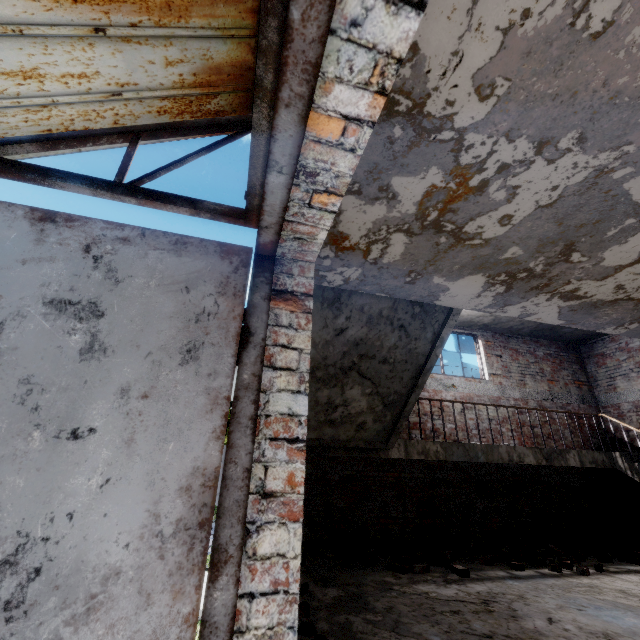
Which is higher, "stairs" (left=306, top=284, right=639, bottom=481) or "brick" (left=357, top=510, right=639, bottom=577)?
"stairs" (left=306, top=284, right=639, bottom=481)

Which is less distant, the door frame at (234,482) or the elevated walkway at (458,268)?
the door frame at (234,482)

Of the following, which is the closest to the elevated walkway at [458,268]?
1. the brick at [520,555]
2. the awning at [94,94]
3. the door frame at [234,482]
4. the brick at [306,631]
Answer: the awning at [94,94]

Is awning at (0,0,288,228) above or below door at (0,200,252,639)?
above

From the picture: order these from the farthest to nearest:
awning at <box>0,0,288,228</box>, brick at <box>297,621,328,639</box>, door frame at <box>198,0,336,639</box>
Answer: brick at <box>297,621,328,639</box>, awning at <box>0,0,288,228</box>, door frame at <box>198,0,336,639</box>

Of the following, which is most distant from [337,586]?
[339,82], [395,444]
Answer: [339,82]

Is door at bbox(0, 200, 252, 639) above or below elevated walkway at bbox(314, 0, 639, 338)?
below

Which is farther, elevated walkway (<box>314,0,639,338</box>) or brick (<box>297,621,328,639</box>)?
brick (<box>297,621,328,639</box>)
